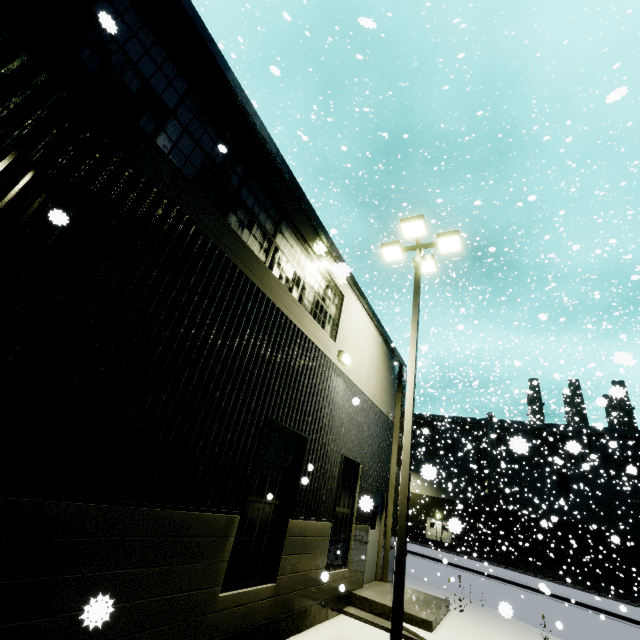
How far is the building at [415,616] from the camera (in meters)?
7.41

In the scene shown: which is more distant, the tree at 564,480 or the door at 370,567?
the tree at 564,480

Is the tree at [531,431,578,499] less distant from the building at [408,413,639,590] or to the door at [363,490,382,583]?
the building at [408,413,639,590]

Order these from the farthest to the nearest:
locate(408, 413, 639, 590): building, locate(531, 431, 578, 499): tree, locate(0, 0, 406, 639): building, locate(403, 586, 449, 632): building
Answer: locate(408, 413, 639, 590): building < locate(531, 431, 578, 499): tree < locate(403, 586, 449, 632): building < locate(0, 0, 406, 639): building

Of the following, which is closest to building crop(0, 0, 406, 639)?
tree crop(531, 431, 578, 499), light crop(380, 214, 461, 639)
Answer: tree crop(531, 431, 578, 499)

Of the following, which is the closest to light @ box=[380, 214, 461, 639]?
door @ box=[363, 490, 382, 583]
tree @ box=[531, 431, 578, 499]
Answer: door @ box=[363, 490, 382, 583]

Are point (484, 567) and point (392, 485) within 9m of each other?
no
